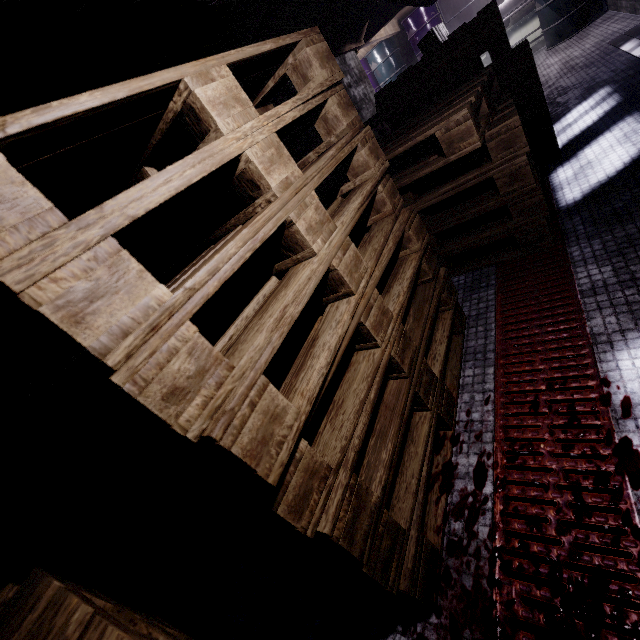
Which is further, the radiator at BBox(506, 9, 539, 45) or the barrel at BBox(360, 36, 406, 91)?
the barrel at BBox(360, 36, 406, 91)

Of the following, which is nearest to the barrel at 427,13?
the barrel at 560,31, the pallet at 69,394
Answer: the barrel at 560,31

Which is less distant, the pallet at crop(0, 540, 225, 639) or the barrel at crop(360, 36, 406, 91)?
the pallet at crop(0, 540, 225, 639)

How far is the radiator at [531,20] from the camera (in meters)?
6.48

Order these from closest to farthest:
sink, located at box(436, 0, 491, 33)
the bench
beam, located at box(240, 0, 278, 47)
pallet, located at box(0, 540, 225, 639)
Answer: pallet, located at box(0, 540, 225, 639) < beam, located at box(240, 0, 278, 47) < the bench < sink, located at box(436, 0, 491, 33)

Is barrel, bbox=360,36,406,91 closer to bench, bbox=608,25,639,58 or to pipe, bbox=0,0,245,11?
pipe, bbox=0,0,245,11

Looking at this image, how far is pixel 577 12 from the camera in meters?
5.6

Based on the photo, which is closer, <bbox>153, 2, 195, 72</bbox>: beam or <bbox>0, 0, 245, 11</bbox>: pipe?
<bbox>0, 0, 245, 11</bbox>: pipe
